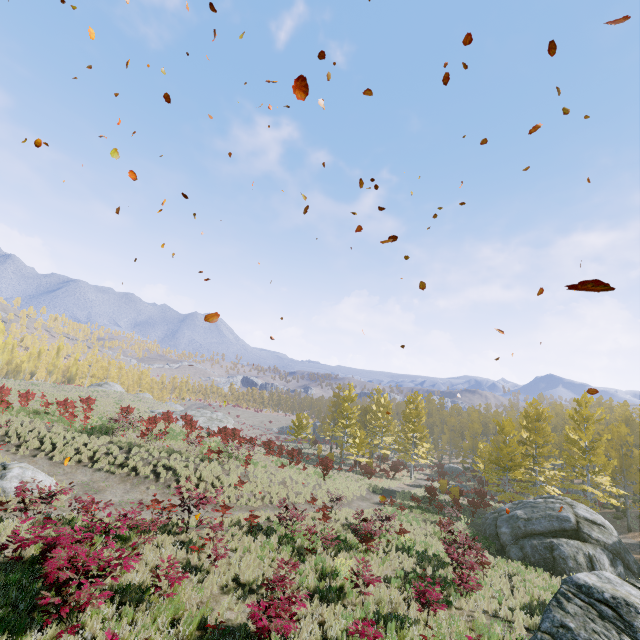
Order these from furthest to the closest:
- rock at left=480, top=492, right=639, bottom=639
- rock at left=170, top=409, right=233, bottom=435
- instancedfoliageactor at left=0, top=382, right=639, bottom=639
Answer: rock at left=170, top=409, right=233, bottom=435 < instancedfoliageactor at left=0, top=382, right=639, bottom=639 < rock at left=480, top=492, right=639, bottom=639

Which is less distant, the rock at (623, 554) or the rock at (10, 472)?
the rock at (623, 554)

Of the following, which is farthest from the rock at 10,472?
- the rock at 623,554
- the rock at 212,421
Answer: the rock at 212,421

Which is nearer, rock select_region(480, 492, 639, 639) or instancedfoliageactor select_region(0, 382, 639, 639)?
rock select_region(480, 492, 639, 639)

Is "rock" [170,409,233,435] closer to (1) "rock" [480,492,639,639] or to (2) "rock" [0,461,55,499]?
(2) "rock" [0,461,55,499]

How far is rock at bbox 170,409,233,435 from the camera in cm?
4150

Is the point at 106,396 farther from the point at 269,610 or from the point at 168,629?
the point at 269,610
